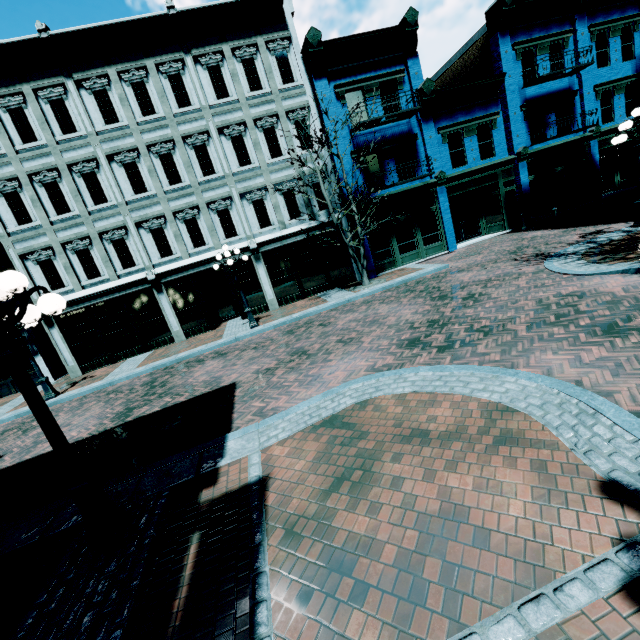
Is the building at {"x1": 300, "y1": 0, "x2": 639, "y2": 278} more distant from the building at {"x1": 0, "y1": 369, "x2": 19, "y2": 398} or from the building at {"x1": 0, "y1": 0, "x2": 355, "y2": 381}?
the building at {"x1": 0, "y1": 369, "x2": 19, "y2": 398}

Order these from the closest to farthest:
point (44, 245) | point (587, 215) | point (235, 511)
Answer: point (235, 511) < point (44, 245) < point (587, 215)

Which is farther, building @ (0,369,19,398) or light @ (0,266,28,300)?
building @ (0,369,19,398)

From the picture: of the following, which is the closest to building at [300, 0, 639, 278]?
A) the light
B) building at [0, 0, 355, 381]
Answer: building at [0, 0, 355, 381]

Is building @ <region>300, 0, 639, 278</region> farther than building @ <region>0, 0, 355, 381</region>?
Yes

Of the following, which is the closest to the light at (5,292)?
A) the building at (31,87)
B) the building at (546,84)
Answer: the building at (31,87)

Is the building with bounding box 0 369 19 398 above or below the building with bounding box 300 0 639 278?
below

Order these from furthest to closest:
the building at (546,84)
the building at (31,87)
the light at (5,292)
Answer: the building at (546,84), the building at (31,87), the light at (5,292)
